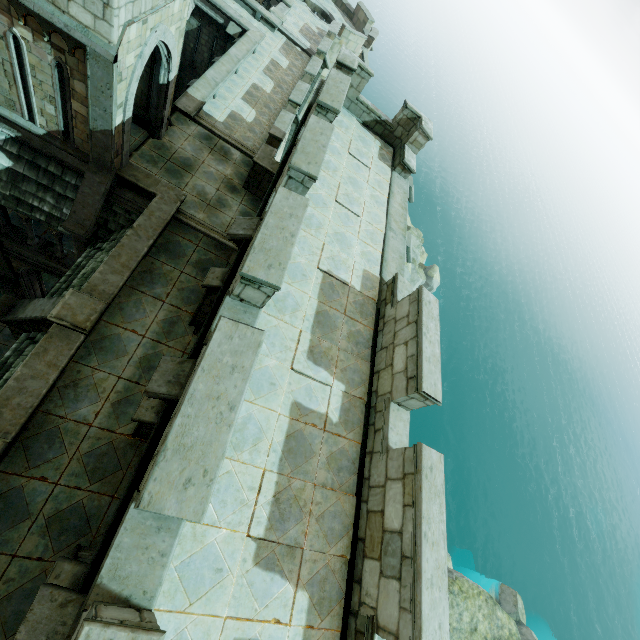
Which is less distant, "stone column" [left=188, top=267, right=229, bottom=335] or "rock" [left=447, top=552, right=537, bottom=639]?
"stone column" [left=188, top=267, right=229, bottom=335]

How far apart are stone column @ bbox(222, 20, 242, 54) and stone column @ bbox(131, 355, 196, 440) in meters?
21.2 m

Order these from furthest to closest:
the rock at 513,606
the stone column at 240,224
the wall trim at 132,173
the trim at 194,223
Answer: the trim at 194,223 < the rock at 513,606 < the wall trim at 132,173 < the stone column at 240,224

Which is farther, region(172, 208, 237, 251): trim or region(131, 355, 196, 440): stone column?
region(172, 208, 237, 251): trim

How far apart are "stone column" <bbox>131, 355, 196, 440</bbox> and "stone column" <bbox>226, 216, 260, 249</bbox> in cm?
252

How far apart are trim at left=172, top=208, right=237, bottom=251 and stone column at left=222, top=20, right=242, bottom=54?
14.02m

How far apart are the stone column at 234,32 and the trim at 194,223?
14.0m

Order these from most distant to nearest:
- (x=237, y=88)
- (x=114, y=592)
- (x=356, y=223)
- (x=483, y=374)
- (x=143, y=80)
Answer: (x=483, y=374) → (x=237, y=88) → (x=143, y=80) → (x=356, y=223) → (x=114, y=592)
